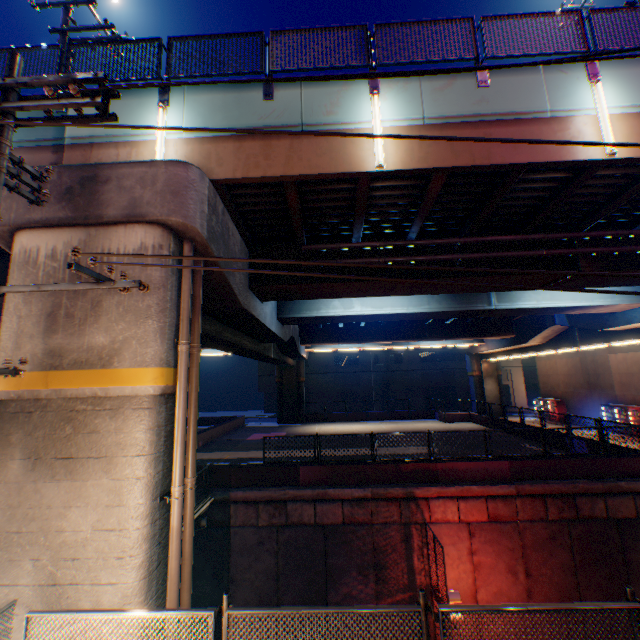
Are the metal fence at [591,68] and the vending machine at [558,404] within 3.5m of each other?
no

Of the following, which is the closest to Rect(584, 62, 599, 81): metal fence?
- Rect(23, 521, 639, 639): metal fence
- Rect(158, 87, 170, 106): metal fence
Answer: Rect(23, 521, 639, 639): metal fence

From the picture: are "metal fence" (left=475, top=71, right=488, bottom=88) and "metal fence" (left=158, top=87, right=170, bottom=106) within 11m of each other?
yes

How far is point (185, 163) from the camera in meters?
6.5

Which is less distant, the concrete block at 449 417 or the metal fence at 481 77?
the metal fence at 481 77

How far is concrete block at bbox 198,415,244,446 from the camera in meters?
24.9 m

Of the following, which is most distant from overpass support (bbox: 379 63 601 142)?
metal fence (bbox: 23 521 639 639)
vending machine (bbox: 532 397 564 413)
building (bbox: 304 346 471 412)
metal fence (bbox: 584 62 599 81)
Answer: building (bbox: 304 346 471 412)
